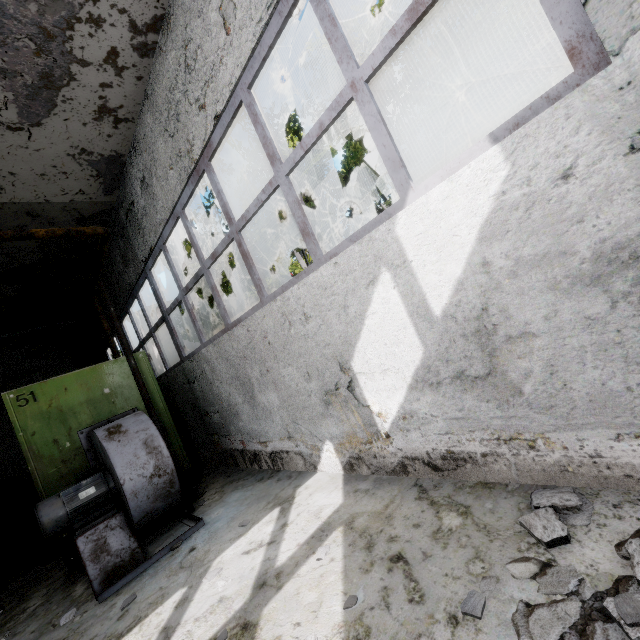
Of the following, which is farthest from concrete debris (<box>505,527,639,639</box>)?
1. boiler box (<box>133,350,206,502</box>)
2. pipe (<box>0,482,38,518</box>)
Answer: pipe (<box>0,482,38,518</box>)

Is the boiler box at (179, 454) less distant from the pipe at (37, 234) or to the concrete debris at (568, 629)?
the pipe at (37, 234)

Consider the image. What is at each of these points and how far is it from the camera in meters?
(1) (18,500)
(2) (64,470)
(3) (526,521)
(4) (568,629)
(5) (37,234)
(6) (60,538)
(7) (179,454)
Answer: (1) pipe, 10.3 m
(2) boiler box, 5.0 m
(3) concrete debris, 2.3 m
(4) concrete debris, 1.6 m
(5) pipe, 4.0 m
(6) boiler box, 4.7 m
(7) boiler box, 6.0 m

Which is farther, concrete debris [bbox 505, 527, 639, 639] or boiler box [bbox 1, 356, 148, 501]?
boiler box [bbox 1, 356, 148, 501]

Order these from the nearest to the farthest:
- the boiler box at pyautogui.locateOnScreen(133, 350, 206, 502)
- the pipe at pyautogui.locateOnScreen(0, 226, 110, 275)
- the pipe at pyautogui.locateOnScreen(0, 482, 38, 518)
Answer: the pipe at pyautogui.locateOnScreen(0, 226, 110, 275) → the boiler box at pyautogui.locateOnScreen(133, 350, 206, 502) → the pipe at pyautogui.locateOnScreen(0, 482, 38, 518)

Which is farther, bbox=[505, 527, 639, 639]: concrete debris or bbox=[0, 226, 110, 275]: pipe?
bbox=[0, 226, 110, 275]: pipe

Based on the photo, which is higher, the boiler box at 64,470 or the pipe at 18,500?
the boiler box at 64,470
